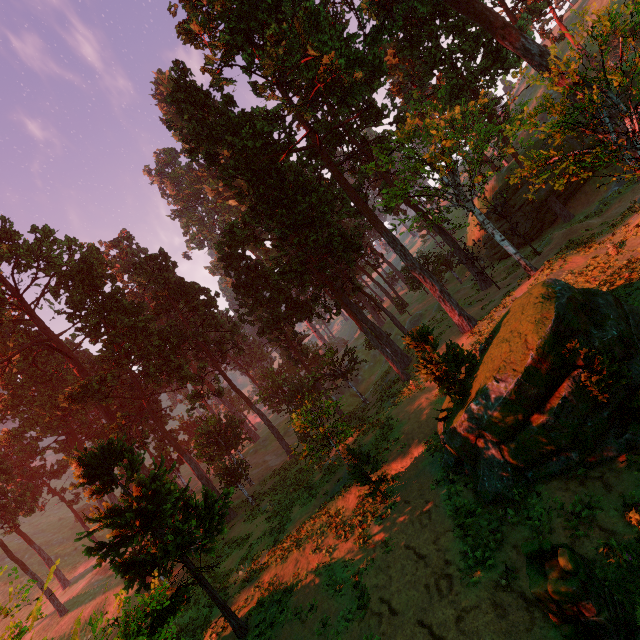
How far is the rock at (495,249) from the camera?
38.0m

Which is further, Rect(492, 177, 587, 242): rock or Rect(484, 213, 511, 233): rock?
Rect(484, 213, 511, 233): rock

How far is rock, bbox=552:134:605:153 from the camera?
30.0m

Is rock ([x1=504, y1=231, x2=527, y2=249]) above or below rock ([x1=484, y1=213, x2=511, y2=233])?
below

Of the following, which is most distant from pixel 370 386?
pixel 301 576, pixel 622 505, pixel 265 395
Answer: pixel 622 505

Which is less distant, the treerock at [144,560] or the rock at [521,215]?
the treerock at [144,560]
